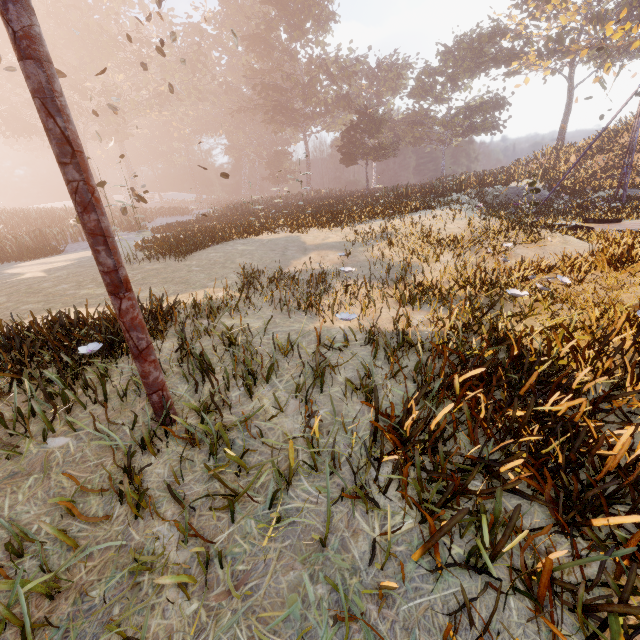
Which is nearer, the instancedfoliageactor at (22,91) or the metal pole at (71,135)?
the metal pole at (71,135)

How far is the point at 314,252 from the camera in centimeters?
1047cm

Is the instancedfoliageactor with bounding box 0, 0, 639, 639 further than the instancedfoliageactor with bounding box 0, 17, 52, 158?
No

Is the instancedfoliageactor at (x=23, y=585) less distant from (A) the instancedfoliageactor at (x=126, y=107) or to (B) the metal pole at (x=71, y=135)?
(B) the metal pole at (x=71, y=135)

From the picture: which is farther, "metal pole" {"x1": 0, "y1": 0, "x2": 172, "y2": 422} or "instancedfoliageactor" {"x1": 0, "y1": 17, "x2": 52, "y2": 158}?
"instancedfoliageactor" {"x1": 0, "y1": 17, "x2": 52, "y2": 158}

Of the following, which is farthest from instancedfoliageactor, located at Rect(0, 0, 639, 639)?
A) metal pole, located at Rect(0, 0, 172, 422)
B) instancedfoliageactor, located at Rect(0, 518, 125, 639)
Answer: instancedfoliageactor, located at Rect(0, 518, 125, 639)
